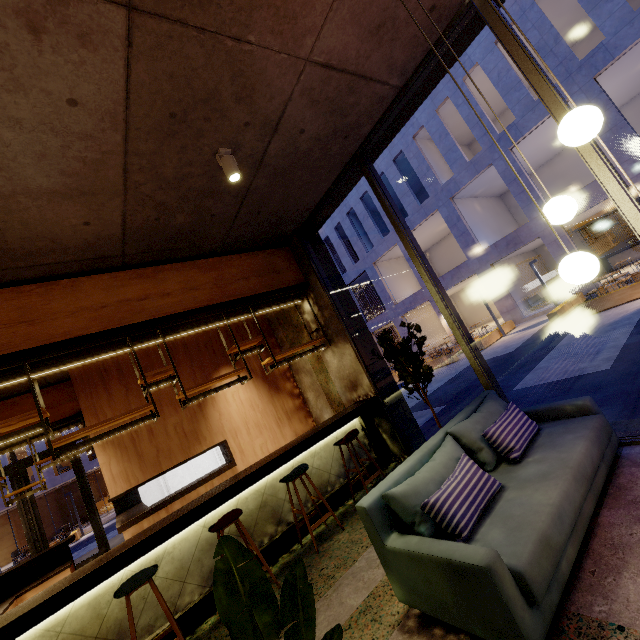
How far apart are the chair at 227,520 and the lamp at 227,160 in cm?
375

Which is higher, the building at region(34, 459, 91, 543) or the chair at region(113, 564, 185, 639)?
the building at region(34, 459, 91, 543)

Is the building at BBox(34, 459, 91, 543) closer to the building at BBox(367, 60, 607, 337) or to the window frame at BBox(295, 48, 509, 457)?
the building at BBox(367, 60, 607, 337)

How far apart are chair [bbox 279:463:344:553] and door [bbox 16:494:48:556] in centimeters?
919cm

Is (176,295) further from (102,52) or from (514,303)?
(514,303)

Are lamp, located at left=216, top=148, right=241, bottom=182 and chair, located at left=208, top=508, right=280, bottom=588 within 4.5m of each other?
yes

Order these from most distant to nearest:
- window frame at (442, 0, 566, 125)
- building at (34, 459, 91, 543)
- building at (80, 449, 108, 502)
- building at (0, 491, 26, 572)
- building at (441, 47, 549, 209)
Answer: building at (80, 449, 108, 502)
building at (34, 459, 91, 543)
building at (0, 491, 26, 572)
building at (441, 47, 549, 209)
window frame at (442, 0, 566, 125)

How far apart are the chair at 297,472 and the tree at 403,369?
1.7m
